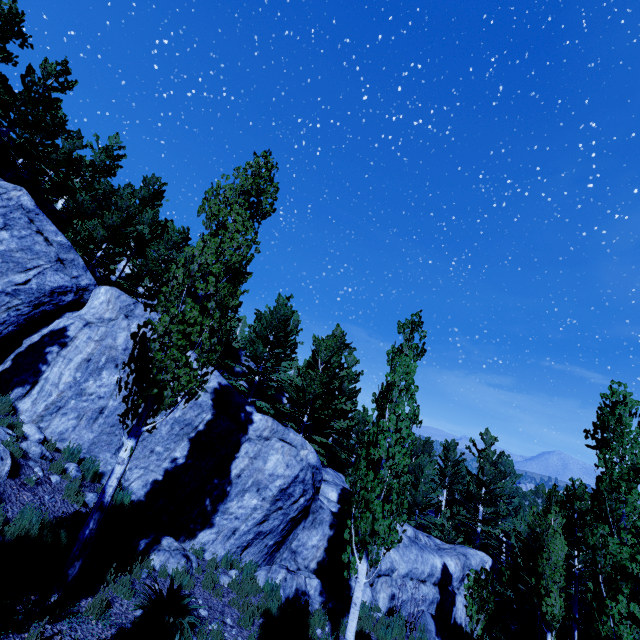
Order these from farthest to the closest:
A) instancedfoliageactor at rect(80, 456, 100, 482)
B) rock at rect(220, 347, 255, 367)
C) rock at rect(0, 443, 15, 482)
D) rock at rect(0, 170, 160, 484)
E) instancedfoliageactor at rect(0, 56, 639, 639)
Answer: rock at rect(220, 347, 255, 367) < rock at rect(0, 170, 160, 484) < instancedfoliageactor at rect(80, 456, 100, 482) < rock at rect(0, 443, 15, 482) < instancedfoliageactor at rect(0, 56, 639, 639)

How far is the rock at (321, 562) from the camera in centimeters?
1033cm

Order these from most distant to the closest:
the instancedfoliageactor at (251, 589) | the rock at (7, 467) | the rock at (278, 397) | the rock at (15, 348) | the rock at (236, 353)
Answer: the rock at (236, 353)
the rock at (278, 397)
the rock at (15, 348)
the instancedfoliageactor at (251, 589)
the rock at (7, 467)

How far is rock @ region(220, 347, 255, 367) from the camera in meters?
26.9

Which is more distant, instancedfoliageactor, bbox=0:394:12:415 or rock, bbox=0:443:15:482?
instancedfoliageactor, bbox=0:394:12:415

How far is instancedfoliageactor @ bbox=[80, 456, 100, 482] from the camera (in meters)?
9.59

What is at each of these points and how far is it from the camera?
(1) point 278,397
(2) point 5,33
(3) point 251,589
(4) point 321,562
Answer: (1) rock, 26.5 meters
(2) instancedfoliageactor, 16.6 meters
(3) instancedfoliageactor, 9.2 meters
(4) rock, 12.9 meters
